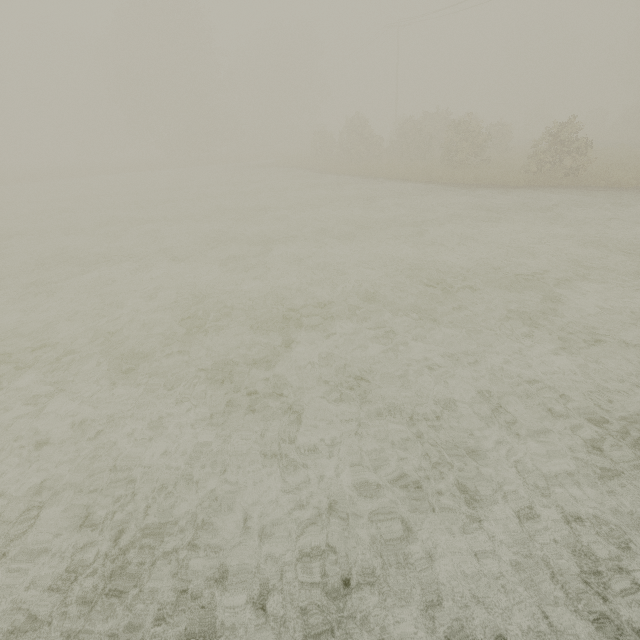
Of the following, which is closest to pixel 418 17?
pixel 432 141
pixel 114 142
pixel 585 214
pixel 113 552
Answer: pixel 432 141

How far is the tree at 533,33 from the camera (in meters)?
54.59

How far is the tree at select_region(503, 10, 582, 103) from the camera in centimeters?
5459cm
